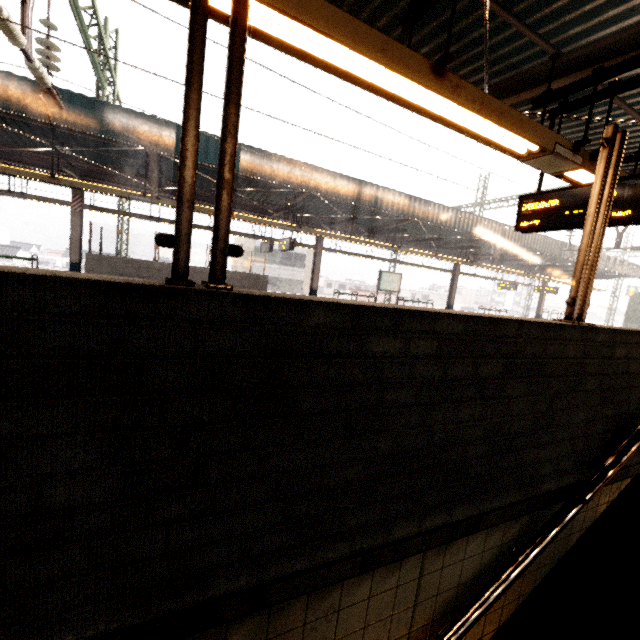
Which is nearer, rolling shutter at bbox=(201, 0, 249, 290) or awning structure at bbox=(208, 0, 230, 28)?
rolling shutter at bbox=(201, 0, 249, 290)

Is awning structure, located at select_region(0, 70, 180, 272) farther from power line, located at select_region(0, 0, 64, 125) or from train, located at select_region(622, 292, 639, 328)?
train, located at select_region(622, 292, 639, 328)

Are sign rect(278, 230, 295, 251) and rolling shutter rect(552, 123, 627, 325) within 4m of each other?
no

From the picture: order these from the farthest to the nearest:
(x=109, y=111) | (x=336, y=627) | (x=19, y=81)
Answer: (x=109, y=111)
(x=19, y=81)
(x=336, y=627)

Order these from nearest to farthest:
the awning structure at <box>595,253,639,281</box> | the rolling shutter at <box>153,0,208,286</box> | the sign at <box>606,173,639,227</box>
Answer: the rolling shutter at <box>153,0,208,286</box>
the sign at <box>606,173,639,227</box>
the awning structure at <box>595,253,639,281</box>

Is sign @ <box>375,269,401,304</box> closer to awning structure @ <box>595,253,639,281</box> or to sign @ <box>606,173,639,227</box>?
awning structure @ <box>595,253,639,281</box>

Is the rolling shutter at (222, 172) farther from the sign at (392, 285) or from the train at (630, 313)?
the train at (630, 313)

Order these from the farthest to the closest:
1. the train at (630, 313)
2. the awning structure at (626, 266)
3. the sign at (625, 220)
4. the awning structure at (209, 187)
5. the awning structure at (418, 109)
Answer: the train at (630, 313) → the awning structure at (626, 266) → the awning structure at (209, 187) → the sign at (625, 220) → the awning structure at (418, 109)
